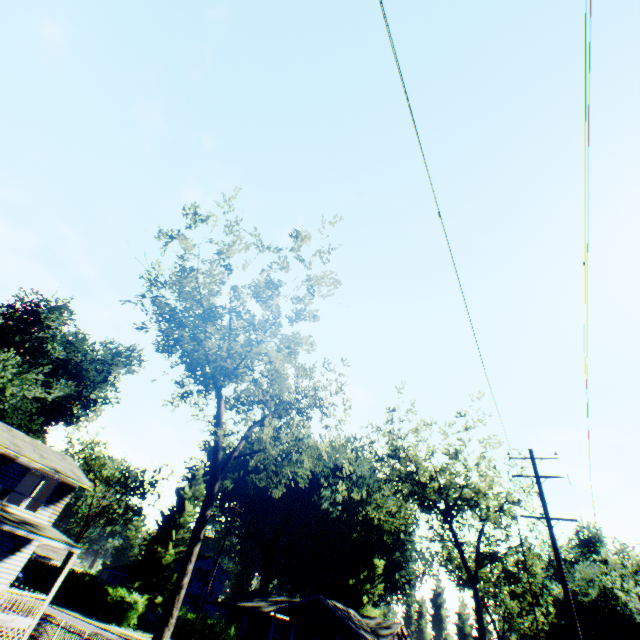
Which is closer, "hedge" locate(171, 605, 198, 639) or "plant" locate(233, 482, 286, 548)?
"hedge" locate(171, 605, 198, 639)

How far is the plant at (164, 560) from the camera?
39.2 meters

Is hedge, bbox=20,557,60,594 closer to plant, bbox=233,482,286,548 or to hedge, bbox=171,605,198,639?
plant, bbox=233,482,286,548

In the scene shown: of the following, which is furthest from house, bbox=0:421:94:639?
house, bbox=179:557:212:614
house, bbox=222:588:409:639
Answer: house, bbox=179:557:212:614

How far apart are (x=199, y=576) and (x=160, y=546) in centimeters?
2237cm

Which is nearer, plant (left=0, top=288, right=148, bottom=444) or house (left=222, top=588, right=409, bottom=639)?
house (left=222, top=588, right=409, bottom=639)

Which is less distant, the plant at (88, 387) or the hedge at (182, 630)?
the hedge at (182, 630)

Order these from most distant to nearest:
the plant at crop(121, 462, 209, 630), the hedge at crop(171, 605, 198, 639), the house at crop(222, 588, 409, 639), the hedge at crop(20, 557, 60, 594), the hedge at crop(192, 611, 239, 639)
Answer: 1. the hedge at crop(20, 557, 60, 594)
2. the plant at crop(121, 462, 209, 630)
3. the house at crop(222, 588, 409, 639)
4. the hedge at crop(171, 605, 198, 639)
5. the hedge at crop(192, 611, 239, 639)
